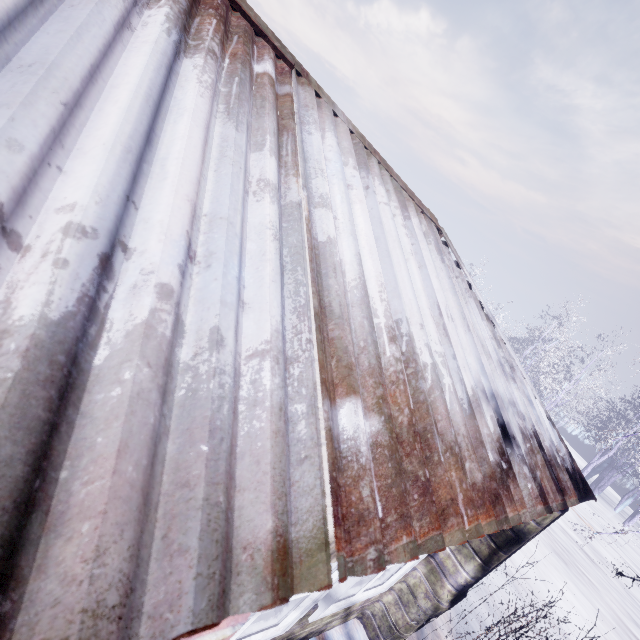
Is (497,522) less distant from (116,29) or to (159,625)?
(159,625)

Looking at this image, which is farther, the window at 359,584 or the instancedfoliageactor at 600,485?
the instancedfoliageactor at 600,485

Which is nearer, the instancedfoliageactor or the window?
the window
